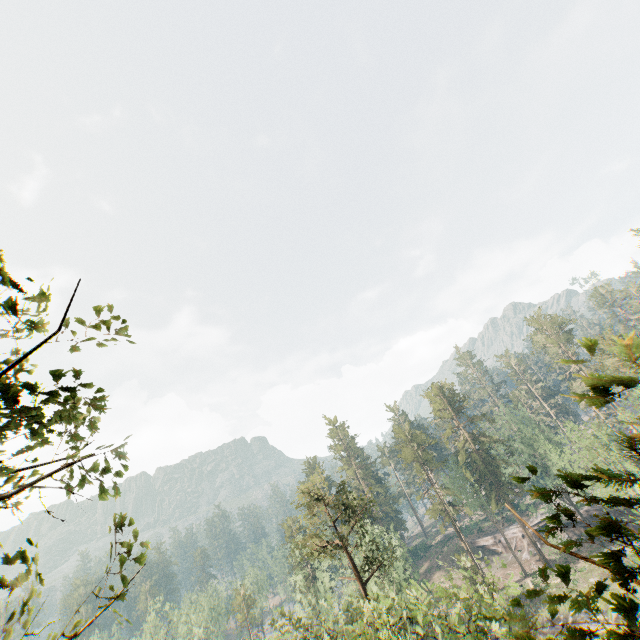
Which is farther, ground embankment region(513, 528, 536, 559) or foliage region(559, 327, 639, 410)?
ground embankment region(513, 528, 536, 559)

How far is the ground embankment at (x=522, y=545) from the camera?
56.3m

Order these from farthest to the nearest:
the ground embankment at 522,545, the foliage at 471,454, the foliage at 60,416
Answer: the ground embankment at 522,545 < the foliage at 60,416 < the foliage at 471,454

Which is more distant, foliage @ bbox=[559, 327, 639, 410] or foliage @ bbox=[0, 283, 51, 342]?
foliage @ bbox=[0, 283, 51, 342]

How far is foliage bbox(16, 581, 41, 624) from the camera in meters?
4.2

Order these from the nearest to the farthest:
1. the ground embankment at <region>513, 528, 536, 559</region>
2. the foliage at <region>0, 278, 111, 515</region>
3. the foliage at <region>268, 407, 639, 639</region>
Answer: the foliage at <region>268, 407, 639, 639</region>
the foliage at <region>0, 278, 111, 515</region>
the ground embankment at <region>513, 528, 536, 559</region>

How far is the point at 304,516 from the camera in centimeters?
3089cm

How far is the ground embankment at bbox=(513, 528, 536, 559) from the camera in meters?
56.3 m
